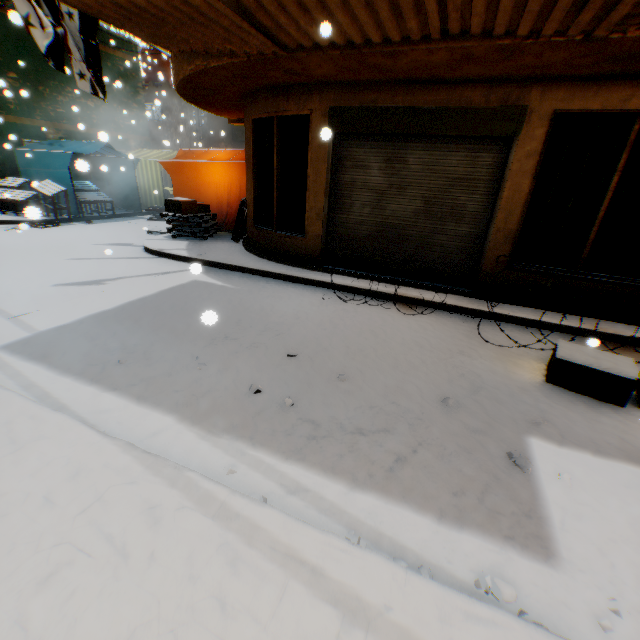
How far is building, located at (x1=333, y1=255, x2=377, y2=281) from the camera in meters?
6.6

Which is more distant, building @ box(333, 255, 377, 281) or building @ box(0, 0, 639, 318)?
building @ box(333, 255, 377, 281)

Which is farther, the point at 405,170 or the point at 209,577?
the point at 405,170

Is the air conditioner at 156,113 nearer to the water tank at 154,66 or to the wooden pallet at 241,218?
the water tank at 154,66

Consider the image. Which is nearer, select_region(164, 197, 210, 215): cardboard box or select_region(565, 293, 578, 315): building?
select_region(565, 293, 578, 315): building

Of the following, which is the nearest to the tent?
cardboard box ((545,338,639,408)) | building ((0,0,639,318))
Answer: building ((0,0,639,318))

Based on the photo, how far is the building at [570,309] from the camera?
5.5m

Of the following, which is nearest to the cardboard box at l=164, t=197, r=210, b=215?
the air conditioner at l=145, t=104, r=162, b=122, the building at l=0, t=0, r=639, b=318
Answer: the building at l=0, t=0, r=639, b=318
